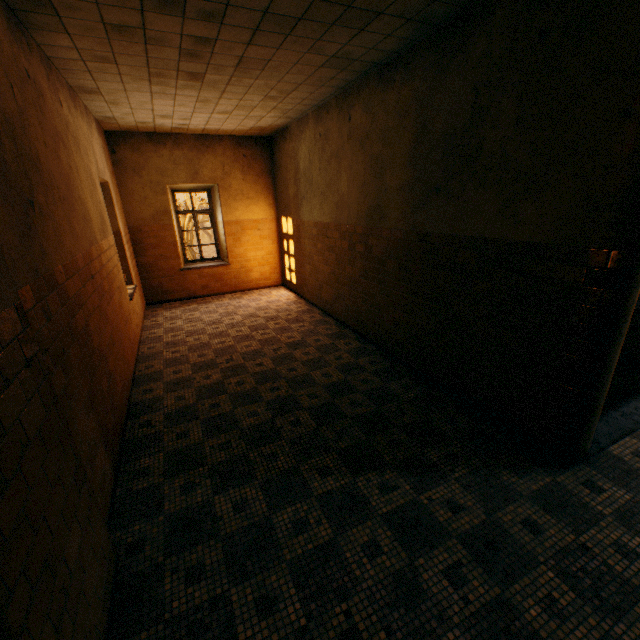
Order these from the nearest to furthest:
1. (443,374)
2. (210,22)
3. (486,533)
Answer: (486,533)
(210,22)
(443,374)
